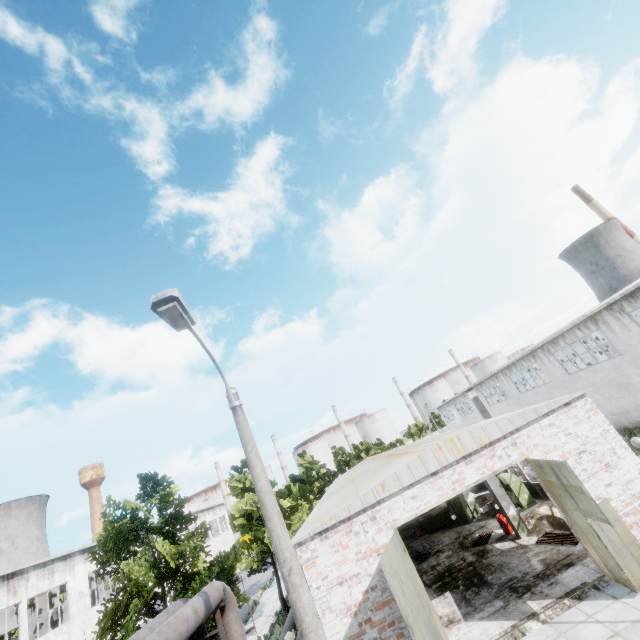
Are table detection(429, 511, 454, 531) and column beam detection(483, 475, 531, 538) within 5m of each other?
no

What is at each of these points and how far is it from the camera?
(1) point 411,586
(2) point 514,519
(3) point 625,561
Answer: (1) door, 9.8m
(2) column beam, 15.7m
(3) door, 9.5m

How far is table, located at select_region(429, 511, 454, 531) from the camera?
22.00m

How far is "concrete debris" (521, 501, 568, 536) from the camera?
14.82m

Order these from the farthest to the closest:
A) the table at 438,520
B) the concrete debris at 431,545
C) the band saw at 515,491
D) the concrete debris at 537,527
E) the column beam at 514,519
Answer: the table at 438,520 → the concrete debris at 431,545 → the band saw at 515,491 → the column beam at 514,519 → the concrete debris at 537,527

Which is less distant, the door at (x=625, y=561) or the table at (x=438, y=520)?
the door at (x=625, y=561)

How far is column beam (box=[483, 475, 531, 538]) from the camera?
15.5 meters

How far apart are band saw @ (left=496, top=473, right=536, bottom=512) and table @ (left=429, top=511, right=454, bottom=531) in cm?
394
